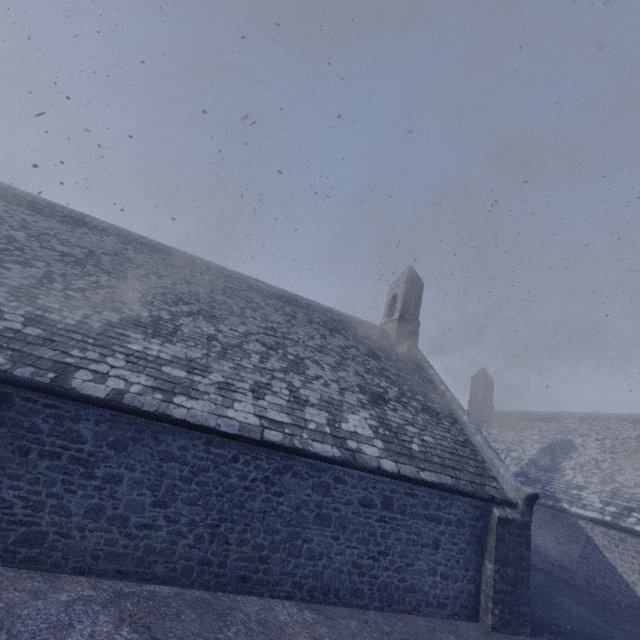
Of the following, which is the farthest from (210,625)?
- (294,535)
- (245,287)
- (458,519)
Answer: (245,287)
